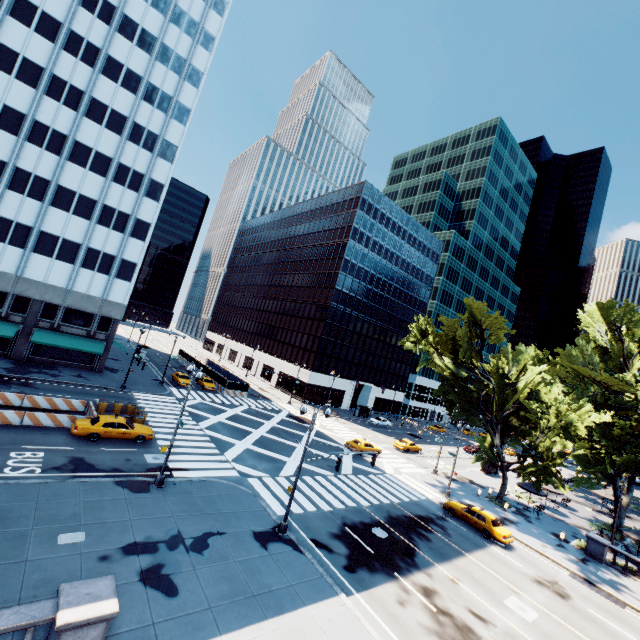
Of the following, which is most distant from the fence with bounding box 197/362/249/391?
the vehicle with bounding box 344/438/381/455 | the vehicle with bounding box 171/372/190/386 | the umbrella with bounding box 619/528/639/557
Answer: the umbrella with bounding box 619/528/639/557

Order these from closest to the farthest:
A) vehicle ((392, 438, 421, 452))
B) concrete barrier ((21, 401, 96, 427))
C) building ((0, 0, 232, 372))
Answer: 1. concrete barrier ((21, 401, 96, 427))
2. building ((0, 0, 232, 372))
3. vehicle ((392, 438, 421, 452))

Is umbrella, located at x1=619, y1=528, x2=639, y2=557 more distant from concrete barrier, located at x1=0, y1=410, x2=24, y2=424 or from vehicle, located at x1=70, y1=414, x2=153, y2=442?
concrete barrier, located at x1=0, y1=410, x2=24, y2=424

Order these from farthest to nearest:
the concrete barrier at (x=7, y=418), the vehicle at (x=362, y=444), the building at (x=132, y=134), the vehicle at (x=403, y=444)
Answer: the vehicle at (x=403, y=444), the vehicle at (x=362, y=444), the building at (x=132, y=134), the concrete barrier at (x=7, y=418)

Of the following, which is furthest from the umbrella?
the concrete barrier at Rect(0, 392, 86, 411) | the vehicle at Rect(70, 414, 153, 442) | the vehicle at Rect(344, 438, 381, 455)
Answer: the concrete barrier at Rect(0, 392, 86, 411)

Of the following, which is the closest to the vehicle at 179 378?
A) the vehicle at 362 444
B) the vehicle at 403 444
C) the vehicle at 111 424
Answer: the vehicle at 111 424

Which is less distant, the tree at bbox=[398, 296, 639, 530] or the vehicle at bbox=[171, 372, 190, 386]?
the tree at bbox=[398, 296, 639, 530]

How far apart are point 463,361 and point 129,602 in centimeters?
3561cm
